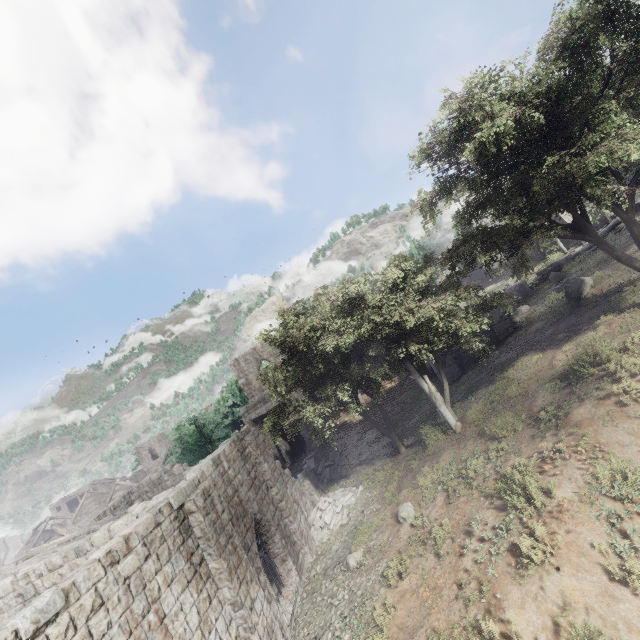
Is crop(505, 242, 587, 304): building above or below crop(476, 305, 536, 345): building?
above

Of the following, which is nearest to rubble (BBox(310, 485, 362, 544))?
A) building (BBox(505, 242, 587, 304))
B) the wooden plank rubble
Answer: the wooden plank rubble

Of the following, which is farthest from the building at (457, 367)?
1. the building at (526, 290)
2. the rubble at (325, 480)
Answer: the building at (526, 290)

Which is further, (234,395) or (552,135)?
(234,395)

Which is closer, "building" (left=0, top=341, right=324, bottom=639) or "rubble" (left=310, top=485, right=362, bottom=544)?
"building" (left=0, top=341, right=324, bottom=639)

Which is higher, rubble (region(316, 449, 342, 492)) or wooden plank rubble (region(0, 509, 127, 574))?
wooden plank rubble (region(0, 509, 127, 574))

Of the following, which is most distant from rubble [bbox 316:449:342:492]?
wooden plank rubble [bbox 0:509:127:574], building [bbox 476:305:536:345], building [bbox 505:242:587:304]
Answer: building [bbox 505:242:587:304]

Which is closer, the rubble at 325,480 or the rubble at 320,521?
the rubble at 320,521
